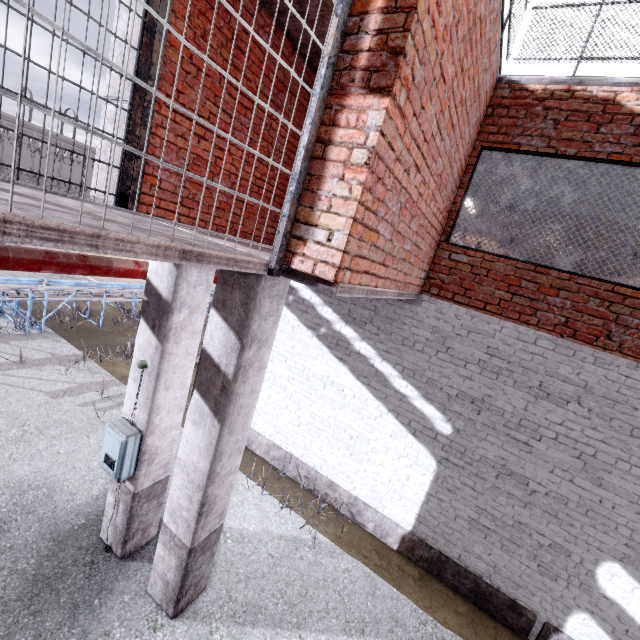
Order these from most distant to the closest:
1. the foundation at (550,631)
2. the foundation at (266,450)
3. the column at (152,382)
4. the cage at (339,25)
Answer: the foundation at (266,450) < the foundation at (550,631) < the column at (152,382) < the cage at (339,25)

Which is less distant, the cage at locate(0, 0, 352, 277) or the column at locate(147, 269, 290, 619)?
the cage at locate(0, 0, 352, 277)

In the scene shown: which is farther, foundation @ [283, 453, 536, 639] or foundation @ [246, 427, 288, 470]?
foundation @ [246, 427, 288, 470]

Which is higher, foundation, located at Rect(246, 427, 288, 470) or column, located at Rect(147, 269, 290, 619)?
column, located at Rect(147, 269, 290, 619)

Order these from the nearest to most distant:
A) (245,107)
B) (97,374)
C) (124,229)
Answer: (124,229) < (245,107) < (97,374)

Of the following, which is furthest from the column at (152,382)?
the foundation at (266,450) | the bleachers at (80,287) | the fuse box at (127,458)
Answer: the bleachers at (80,287)

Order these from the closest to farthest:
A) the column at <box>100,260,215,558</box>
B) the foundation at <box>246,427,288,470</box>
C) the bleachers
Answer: the column at <box>100,260,215,558</box>
the foundation at <box>246,427,288,470</box>
the bleachers
